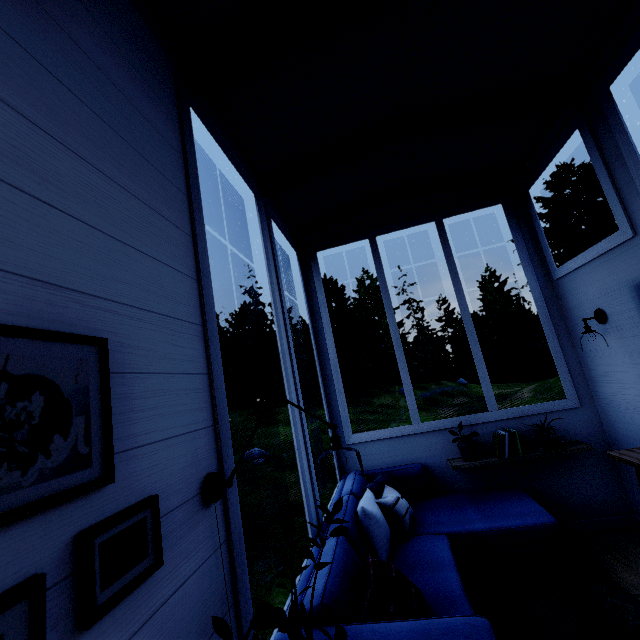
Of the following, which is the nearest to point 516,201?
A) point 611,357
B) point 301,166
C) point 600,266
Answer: point 600,266
